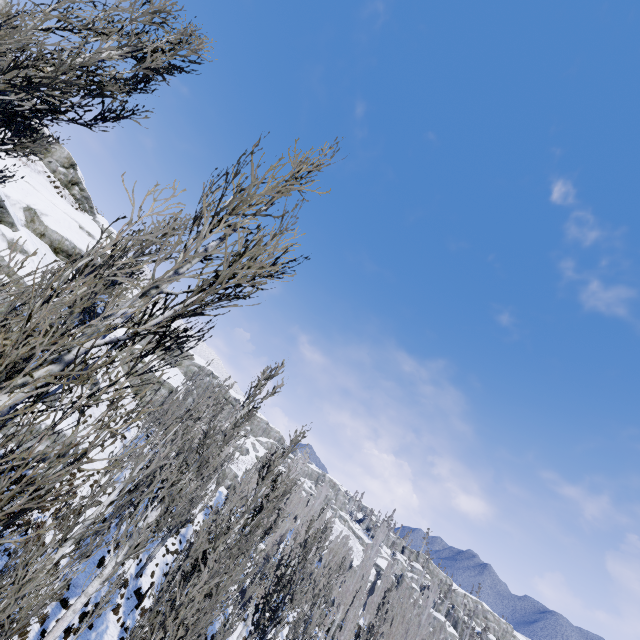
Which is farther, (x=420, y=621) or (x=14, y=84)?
(x=420, y=621)

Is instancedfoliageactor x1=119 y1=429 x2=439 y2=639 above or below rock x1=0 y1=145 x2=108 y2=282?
below

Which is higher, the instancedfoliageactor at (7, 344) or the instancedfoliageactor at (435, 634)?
the instancedfoliageactor at (435, 634)

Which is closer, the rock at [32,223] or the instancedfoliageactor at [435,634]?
the rock at [32,223]

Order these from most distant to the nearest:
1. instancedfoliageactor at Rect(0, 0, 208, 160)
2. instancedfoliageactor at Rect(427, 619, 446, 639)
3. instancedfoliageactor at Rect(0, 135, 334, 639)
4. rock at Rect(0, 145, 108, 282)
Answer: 1. instancedfoliageactor at Rect(427, 619, 446, 639)
2. rock at Rect(0, 145, 108, 282)
3. instancedfoliageactor at Rect(0, 0, 208, 160)
4. instancedfoliageactor at Rect(0, 135, 334, 639)

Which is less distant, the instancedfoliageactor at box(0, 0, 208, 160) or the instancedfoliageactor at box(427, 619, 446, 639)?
the instancedfoliageactor at box(0, 0, 208, 160)
